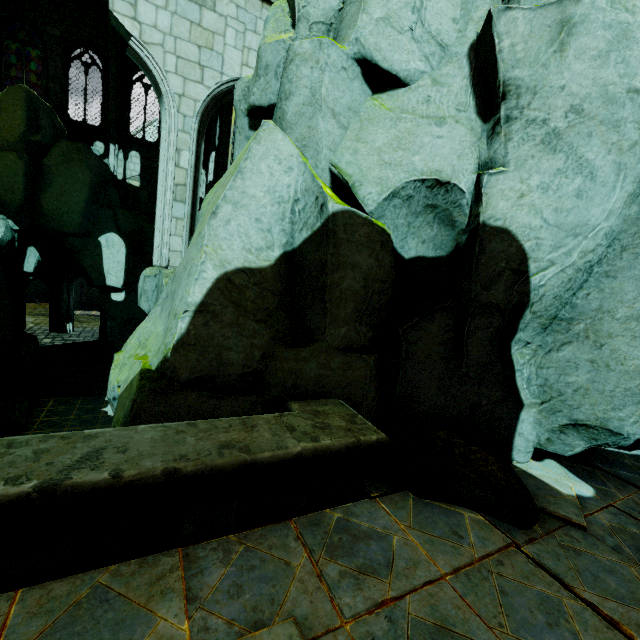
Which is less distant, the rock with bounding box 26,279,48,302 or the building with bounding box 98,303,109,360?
the building with bounding box 98,303,109,360

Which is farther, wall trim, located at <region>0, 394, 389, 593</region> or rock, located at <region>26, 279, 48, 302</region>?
rock, located at <region>26, 279, 48, 302</region>

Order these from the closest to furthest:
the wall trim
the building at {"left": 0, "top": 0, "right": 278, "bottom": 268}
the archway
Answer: the wall trim → the building at {"left": 0, "top": 0, "right": 278, "bottom": 268} → the archway

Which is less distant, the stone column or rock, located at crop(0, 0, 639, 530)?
rock, located at crop(0, 0, 639, 530)

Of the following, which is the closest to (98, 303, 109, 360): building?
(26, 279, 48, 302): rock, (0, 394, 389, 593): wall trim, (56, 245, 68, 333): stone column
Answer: (56, 245, 68, 333): stone column

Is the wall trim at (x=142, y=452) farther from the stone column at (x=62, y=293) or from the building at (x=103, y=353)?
the stone column at (x=62, y=293)

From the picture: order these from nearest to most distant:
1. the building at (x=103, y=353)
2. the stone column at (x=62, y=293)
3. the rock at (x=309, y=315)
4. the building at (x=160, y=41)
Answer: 1. the rock at (x=309, y=315)
2. the building at (x=160, y=41)
3. the building at (x=103, y=353)
4. the stone column at (x=62, y=293)

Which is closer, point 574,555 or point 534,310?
point 574,555
